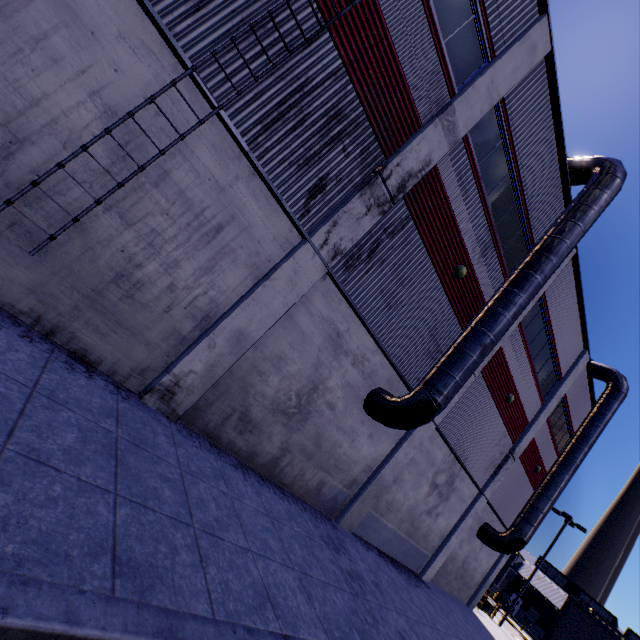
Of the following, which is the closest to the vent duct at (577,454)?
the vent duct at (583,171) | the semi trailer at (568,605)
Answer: the semi trailer at (568,605)

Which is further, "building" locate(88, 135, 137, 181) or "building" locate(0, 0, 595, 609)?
"building" locate(0, 0, 595, 609)

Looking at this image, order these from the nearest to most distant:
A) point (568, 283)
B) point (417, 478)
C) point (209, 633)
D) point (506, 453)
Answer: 1. point (209, 633)
2. point (417, 478)
3. point (568, 283)
4. point (506, 453)

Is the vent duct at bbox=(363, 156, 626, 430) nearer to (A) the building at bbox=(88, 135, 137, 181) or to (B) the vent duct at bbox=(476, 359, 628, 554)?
(A) the building at bbox=(88, 135, 137, 181)

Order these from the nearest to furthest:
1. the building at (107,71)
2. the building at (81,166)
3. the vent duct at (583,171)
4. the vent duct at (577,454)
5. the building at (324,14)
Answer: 1. the building at (107,71)
2. the building at (81,166)
3. the building at (324,14)
4. the vent duct at (583,171)
5. the vent duct at (577,454)

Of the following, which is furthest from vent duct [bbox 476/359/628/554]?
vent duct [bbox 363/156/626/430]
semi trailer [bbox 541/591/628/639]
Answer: vent duct [bbox 363/156/626/430]

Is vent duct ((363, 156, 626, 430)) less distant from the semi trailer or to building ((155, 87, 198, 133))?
building ((155, 87, 198, 133))

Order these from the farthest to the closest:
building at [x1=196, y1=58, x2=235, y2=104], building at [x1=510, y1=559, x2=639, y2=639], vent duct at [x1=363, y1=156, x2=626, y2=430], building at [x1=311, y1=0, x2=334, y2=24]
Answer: building at [x1=510, y1=559, x2=639, y2=639], vent duct at [x1=363, y1=156, x2=626, y2=430], building at [x1=311, y1=0, x2=334, y2=24], building at [x1=196, y1=58, x2=235, y2=104]
